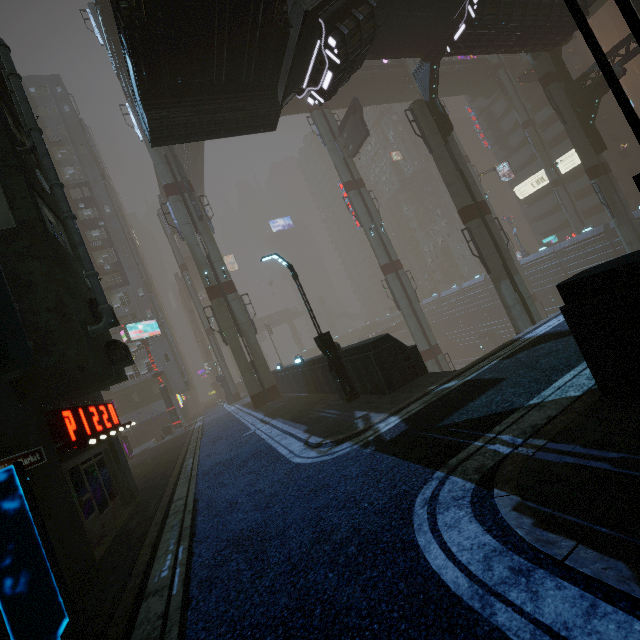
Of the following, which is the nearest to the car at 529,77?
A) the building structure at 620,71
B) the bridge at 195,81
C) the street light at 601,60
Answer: the building structure at 620,71

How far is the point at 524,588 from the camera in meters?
2.8 m

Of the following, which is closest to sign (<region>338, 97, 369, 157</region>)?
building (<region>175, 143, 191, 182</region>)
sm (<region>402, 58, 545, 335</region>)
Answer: sm (<region>402, 58, 545, 335</region>)

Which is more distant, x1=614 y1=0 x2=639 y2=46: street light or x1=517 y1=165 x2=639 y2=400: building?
x1=517 y1=165 x2=639 y2=400: building

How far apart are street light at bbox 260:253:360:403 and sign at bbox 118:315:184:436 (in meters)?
24.22

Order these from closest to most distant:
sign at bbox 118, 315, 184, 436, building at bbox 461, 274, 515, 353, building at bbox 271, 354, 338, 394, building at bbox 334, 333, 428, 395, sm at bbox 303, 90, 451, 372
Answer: building at bbox 334, 333, 428, 395
building at bbox 271, 354, 338, 394
sm at bbox 303, 90, 451, 372
sign at bbox 118, 315, 184, 436
building at bbox 461, 274, 515, 353

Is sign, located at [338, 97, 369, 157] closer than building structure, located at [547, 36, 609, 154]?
No

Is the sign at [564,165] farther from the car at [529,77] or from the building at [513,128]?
the car at [529,77]
